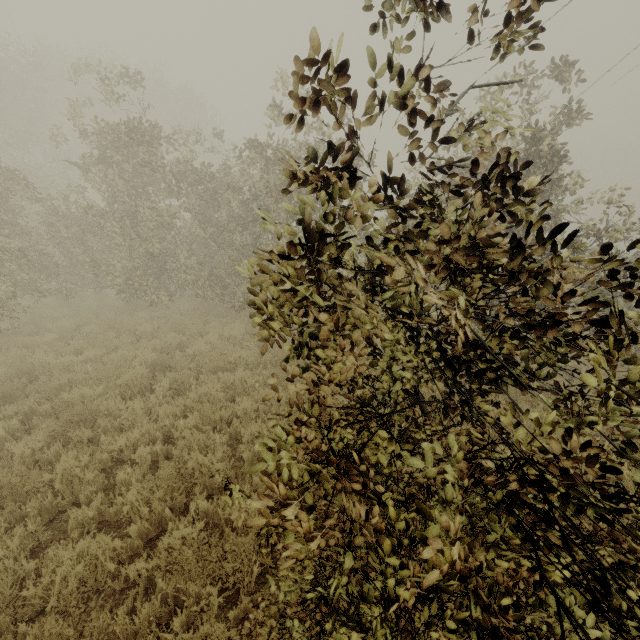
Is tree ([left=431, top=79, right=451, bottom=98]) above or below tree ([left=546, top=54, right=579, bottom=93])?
below

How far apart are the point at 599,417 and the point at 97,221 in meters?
11.7 m

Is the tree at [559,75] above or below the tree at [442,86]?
above

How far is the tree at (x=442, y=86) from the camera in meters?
1.4

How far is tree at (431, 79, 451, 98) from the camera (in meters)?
1.42

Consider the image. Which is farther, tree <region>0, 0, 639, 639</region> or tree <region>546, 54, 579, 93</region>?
tree <region>546, 54, 579, 93</region>
